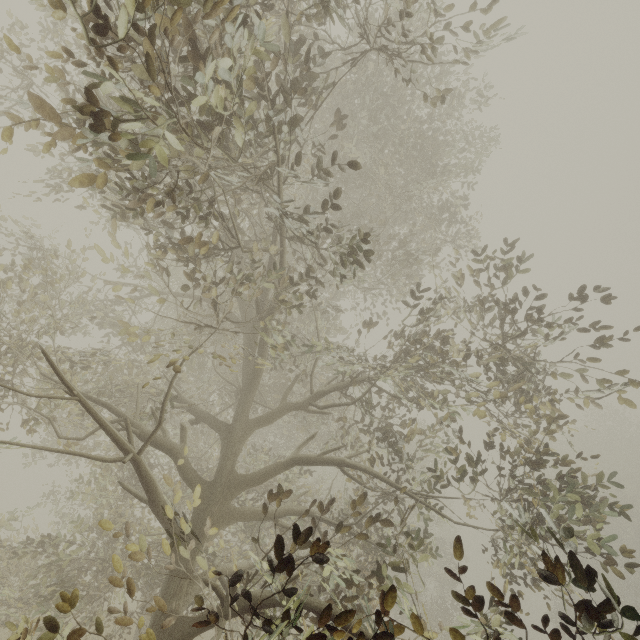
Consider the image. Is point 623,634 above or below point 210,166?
below
